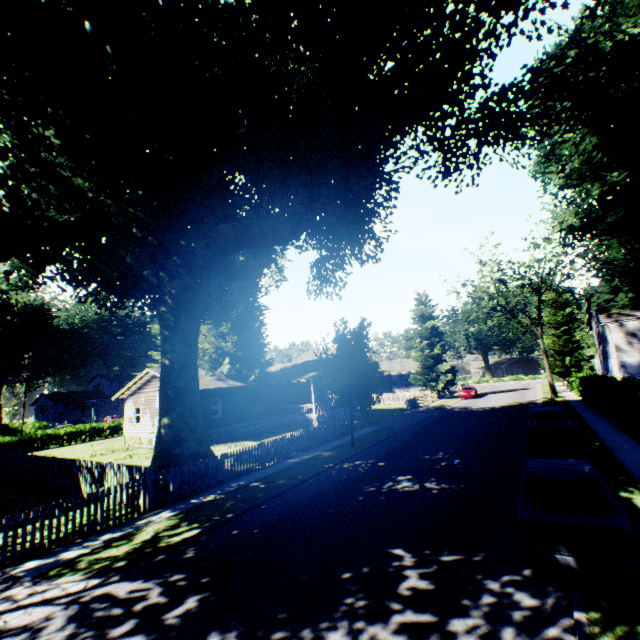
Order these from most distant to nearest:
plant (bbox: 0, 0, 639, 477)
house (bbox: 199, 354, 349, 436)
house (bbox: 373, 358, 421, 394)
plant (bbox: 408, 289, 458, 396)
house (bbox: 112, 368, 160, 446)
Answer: house (bbox: 373, 358, 421, 394)
plant (bbox: 408, 289, 458, 396)
house (bbox: 112, 368, 160, 446)
house (bbox: 199, 354, 349, 436)
plant (bbox: 0, 0, 639, 477)

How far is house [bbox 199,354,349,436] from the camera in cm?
2723

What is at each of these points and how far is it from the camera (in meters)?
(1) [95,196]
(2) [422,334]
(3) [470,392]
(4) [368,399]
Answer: (1) plant, 9.77
(2) plant, 46.59
(3) car, 41.84
(4) plant, 19.41

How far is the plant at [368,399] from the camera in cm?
1877

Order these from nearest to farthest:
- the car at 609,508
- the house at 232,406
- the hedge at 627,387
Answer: the car at 609,508
the hedge at 627,387
the house at 232,406

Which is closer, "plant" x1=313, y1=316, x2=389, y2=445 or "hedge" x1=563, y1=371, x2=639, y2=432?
"hedge" x1=563, y1=371, x2=639, y2=432

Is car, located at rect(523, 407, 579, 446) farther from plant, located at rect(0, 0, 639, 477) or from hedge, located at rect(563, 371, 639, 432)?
plant, located at rect(0, 0, 639, 477)

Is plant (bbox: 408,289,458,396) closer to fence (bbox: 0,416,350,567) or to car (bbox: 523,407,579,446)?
A: fence (bbox: 0,416,350,567)
